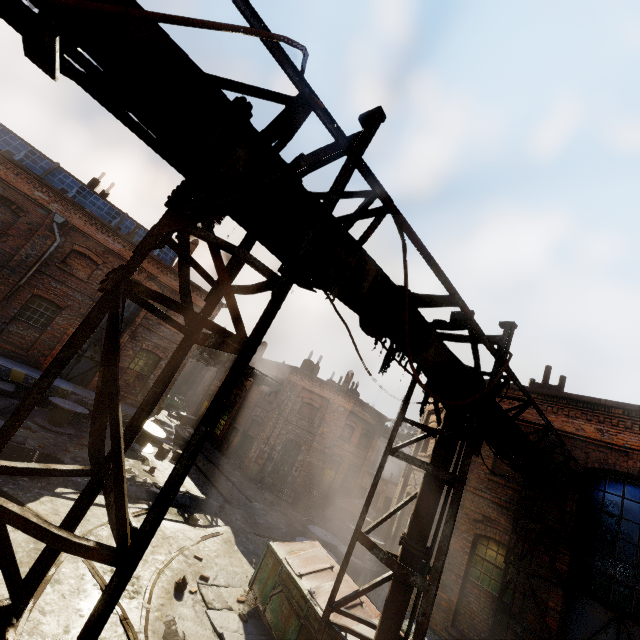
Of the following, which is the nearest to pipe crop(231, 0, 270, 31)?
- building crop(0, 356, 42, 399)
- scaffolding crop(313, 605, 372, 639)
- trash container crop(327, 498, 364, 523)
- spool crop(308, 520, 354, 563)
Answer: scaffolding crop(313, 605, 372, 639)

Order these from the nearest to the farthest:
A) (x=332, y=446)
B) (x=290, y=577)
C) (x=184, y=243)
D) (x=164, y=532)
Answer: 1. (x=184, y=243)
2. (x=290, y=577)
3. (x=164, y=532)
4. (x=332, y=446)

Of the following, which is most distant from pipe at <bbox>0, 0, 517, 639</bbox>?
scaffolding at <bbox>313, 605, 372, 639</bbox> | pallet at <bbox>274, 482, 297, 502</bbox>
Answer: pallet at <bbox>274, 482, 297, 502</bbox>

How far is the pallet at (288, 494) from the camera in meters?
20.1 m

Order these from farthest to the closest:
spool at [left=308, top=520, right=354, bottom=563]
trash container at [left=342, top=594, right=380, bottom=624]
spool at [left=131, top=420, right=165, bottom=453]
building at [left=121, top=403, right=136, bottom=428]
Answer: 1. building at [left=121, top=403, right=136, bottom=428]
2. spool at [left=131, top=420, right=165, bottom=453]
3. spool at [left=308, top=520, right=354, bottom=563]
4. trash container at [left=342, top=594, right=380, bottom=624]

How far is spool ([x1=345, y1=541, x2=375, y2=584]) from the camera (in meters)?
11.33

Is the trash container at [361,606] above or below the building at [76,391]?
above

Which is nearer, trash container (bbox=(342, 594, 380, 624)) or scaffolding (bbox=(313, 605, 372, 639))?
scaffolding (bbox=(313, 605, 372, 639))
